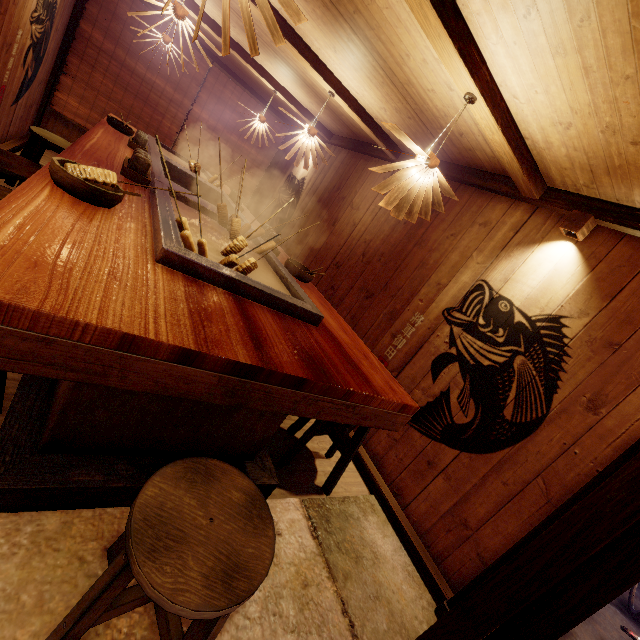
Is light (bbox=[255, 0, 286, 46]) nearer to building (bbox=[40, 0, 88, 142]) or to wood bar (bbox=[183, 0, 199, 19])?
building (bbox=[40, 0, 88, 142])

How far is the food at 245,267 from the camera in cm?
310

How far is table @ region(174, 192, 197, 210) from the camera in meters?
4.5 m

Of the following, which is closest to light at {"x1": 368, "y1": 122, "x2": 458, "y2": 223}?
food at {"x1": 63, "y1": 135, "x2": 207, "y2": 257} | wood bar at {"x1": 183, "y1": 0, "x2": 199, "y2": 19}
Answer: food at {"x1": 63, "y1": 135, "x2": 207, "y2": 257}

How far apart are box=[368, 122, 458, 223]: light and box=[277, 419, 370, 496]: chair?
2.4m

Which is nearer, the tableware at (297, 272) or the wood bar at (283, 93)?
the tableware at (297, 272)

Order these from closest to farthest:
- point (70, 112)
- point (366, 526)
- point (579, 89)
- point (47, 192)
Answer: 1. point (47, 192)
2. point (579, 89)
3. point (366, 526)
4. point (70, 112)

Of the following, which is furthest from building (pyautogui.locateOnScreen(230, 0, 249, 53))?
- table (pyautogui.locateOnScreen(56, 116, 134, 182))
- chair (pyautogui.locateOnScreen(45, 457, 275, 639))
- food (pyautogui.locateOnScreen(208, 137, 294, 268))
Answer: → food (pyautogui.locateOnScreen(208, 137, 294, 268))
